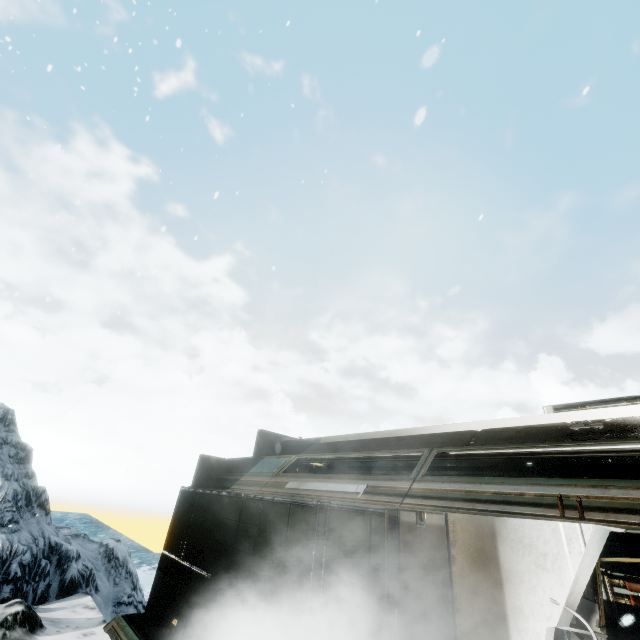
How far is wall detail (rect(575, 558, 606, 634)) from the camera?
2.6 meters

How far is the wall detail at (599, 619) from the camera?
2.6m

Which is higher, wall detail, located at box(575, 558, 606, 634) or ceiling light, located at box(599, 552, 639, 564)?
ceiling light, located at box(599, 552, 639, 564)

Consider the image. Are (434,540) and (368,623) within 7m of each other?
yes

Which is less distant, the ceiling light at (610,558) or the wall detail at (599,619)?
the wall detail at (599,619)

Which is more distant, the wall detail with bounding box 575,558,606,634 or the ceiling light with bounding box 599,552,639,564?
the ceiling light with bounding box 599,552,639,564
